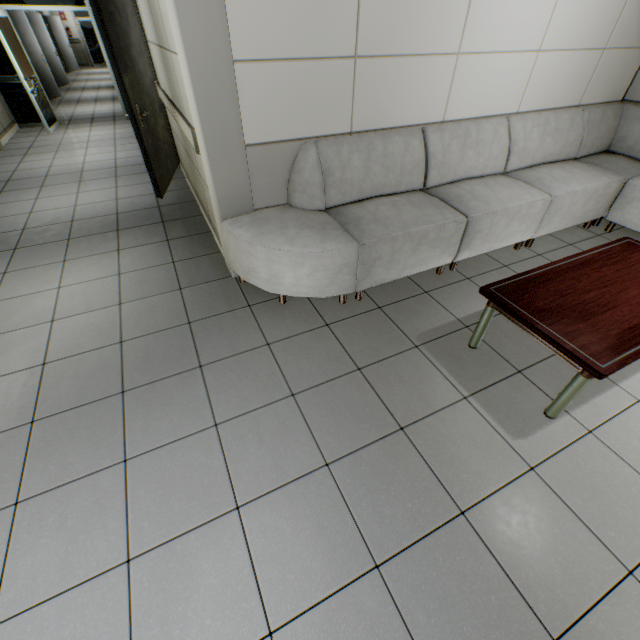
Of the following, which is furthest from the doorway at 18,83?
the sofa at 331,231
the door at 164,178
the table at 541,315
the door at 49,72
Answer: the table at 541,315

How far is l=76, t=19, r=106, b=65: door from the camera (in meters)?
17.36

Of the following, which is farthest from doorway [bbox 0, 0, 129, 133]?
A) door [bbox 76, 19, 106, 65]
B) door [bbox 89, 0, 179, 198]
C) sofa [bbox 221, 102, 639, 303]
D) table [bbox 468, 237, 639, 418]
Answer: door [bbox 76, 19, 106, 65]

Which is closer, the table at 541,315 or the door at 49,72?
the table at 541,315

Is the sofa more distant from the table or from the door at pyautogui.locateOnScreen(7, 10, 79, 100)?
the door at pyautogui.locateOnScreen(7, 10, 79, 100)

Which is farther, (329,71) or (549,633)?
(329,71)

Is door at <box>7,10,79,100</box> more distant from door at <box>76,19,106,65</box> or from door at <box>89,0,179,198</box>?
door at <box>76,19,106,65</box>

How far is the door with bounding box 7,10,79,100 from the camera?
9.1 meters
